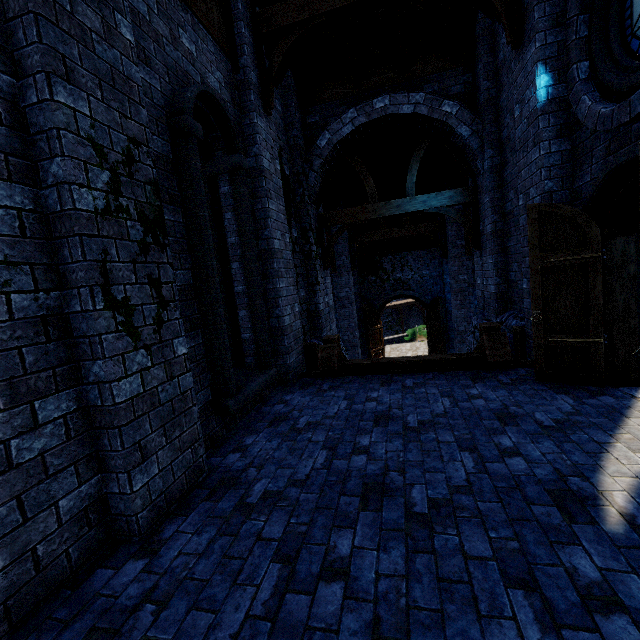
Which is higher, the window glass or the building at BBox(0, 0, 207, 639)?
the window glass

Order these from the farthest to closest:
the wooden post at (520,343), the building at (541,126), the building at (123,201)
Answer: the wooden post at (520,343) → the building at (541,126) → the building at (123,201)

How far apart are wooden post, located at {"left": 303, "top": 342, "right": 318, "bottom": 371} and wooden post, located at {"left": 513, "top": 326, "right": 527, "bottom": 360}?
4.13m

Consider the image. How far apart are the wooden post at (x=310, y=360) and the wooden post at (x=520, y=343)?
4.1 meters

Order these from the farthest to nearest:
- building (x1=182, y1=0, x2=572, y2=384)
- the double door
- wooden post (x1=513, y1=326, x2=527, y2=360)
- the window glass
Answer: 1. the double door
2. wooden post (x1=513, y1=326, x2=527, y2=360)
3. building (x1=182, y1=0, x2=572, y2=384)
4. the window glass

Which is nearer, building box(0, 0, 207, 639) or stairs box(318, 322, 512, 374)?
building box(0, 0, 207, 639)

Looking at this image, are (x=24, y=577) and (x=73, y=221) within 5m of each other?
yes

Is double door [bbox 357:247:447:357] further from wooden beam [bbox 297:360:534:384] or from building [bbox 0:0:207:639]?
wooden beam [bbox 297:360:534:384]
